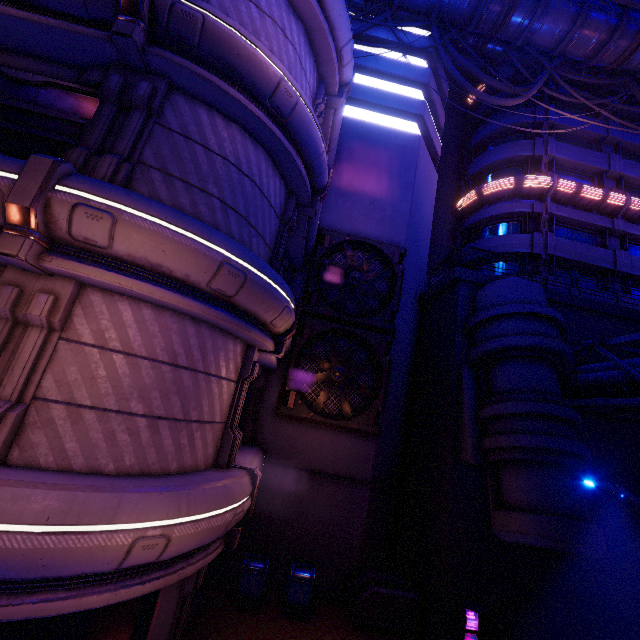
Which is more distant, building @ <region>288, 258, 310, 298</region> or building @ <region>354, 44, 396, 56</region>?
building @ <region>354, 44, 396, 56</region>

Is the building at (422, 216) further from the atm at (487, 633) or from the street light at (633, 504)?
the street light at (633, 504)

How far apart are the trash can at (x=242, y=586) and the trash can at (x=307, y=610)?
0.46m

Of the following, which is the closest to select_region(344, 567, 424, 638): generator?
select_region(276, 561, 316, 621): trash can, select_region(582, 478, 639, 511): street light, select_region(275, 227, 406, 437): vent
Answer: select_region(276, 561, 316, 621): trash can

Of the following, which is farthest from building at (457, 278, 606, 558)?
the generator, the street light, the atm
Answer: the generator

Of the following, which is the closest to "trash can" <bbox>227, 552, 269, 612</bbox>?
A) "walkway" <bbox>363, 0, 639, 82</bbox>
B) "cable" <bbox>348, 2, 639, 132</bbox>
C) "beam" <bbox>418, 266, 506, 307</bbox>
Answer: "beam" <bbox>418, 266, 506, 307</bbox>

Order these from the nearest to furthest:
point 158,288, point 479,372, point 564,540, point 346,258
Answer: point 158,288, point 564,540, point 479,372, point 346,258

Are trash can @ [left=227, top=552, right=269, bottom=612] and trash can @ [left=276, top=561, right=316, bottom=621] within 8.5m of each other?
yes
